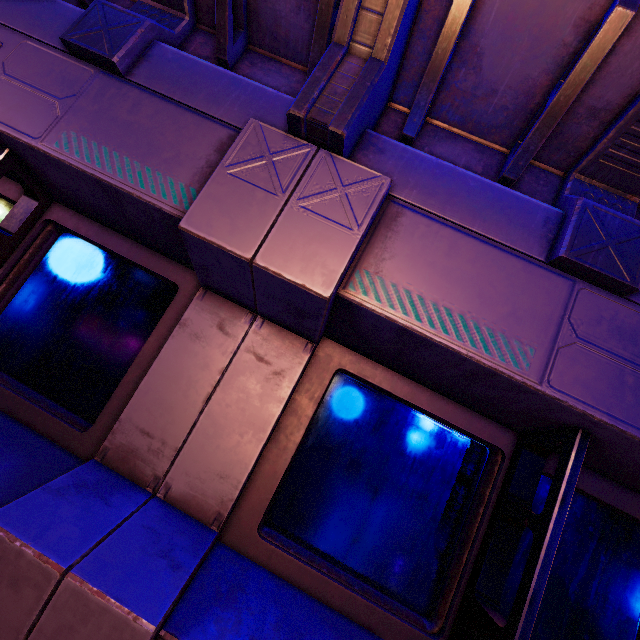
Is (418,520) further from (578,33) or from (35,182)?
(35,182)
